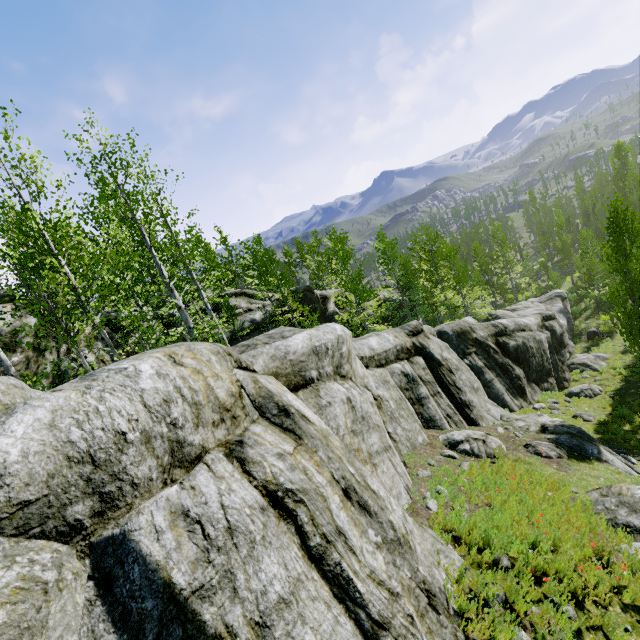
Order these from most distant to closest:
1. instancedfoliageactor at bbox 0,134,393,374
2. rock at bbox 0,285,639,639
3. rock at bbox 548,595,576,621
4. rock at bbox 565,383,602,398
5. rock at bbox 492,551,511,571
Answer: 1. rock at bbox 565,383,602,398
2. instancedfoliageactor at bbox 0,134,393,374
3. rock at bbox 492,551,511,571
4. rock at bbox 548,595,576,621
5. rock at bbox 0,285,639,639

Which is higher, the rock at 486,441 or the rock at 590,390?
the rock at 486,441

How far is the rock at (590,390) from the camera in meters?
19.4 m

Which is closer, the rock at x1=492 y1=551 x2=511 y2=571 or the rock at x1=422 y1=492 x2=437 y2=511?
the rock at x1=492 y1=551 x2=511 y2=571

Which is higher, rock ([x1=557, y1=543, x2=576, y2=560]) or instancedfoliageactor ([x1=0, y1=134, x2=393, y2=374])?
instancedfoliageactor ([x1=0, y1=134, x2=393, y2=374])

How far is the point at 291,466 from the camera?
4.30m

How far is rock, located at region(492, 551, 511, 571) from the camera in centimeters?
553cm
